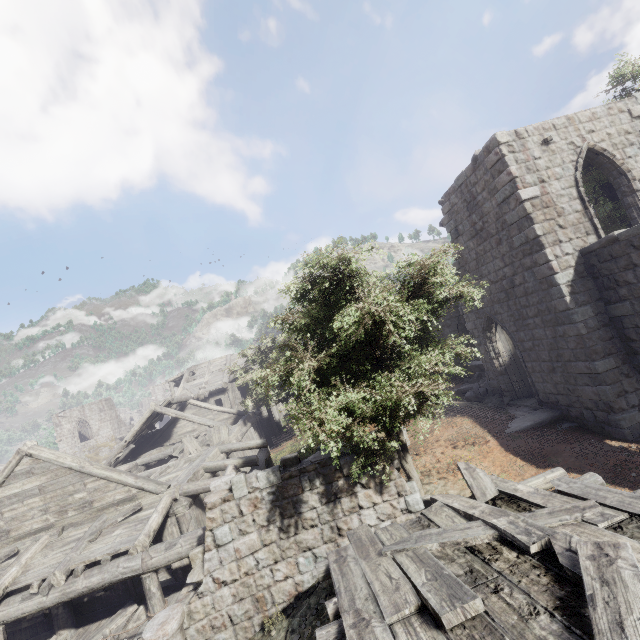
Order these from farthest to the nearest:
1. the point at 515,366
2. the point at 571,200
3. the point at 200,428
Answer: the point at 200,428
the point at 515,366
the point at 571,200

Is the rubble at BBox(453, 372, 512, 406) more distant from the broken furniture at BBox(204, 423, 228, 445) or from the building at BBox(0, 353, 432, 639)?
the broken furniture at BBox(204, 423, 228, 445)

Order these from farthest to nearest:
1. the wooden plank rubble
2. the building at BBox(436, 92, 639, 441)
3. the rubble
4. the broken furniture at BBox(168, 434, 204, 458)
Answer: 1. the broken furniture at BBox(168, 434, 204, 458)
2. the rubble
3. the building at BBox(436, 92, 639, 441)
4. the wooden plank rubble

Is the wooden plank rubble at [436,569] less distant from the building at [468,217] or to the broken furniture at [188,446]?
the building at [468,217]

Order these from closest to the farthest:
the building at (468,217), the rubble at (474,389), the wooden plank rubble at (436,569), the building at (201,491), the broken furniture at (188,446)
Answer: the wooden plank rubble at (436,569)
the building at (201,491)
the building at (468,217)
the rubble at (474,389)
the broken furniture at (188,446)

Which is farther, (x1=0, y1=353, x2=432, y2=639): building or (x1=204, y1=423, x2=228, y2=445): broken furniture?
(x1=204, y1=423, x2=228, y2=445): broken furniture

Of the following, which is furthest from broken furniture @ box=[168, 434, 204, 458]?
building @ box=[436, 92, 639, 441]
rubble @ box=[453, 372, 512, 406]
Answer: rubble @ box=[453, 372, 512, 406]
